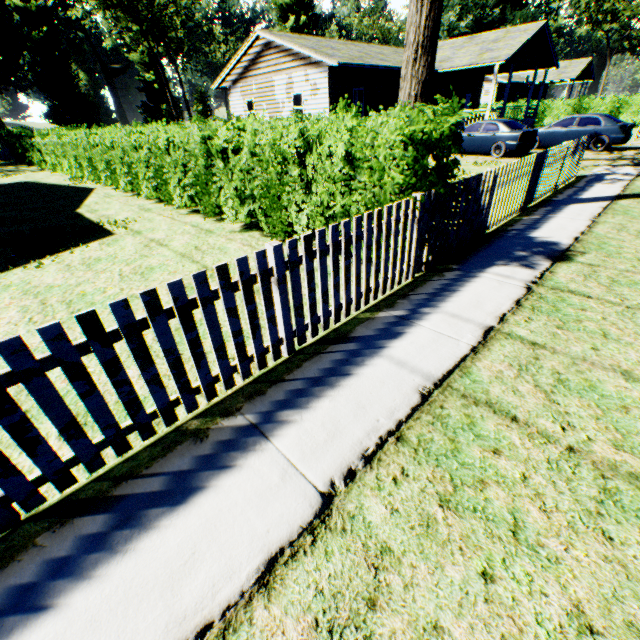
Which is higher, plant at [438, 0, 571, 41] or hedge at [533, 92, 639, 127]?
plant at [438, 0, 571, 41]

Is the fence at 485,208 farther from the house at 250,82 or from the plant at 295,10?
the plant at 295,10

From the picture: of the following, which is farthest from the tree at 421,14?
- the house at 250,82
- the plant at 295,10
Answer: the plant at 295,10

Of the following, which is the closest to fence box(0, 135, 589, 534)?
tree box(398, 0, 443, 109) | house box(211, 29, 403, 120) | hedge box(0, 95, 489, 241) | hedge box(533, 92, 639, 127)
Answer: hedge box(0, 95, 489, 241)

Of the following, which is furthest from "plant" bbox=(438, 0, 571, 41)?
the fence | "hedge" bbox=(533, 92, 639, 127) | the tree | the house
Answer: the house

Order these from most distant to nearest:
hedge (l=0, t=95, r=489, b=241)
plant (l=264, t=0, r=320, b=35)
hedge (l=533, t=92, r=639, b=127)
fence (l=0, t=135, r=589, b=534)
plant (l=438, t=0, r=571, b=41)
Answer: plant (l=264, t=0, r=320, b=35) < plant (l=438, t=0, r=571, b=41) < hedge (l=533, t=92, r=639, b=127) < hedge (l=0, t=95, r=489, b=241) < fence (l=0, t=135, r=589, b=534)

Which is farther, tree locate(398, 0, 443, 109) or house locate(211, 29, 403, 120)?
house locate(211, 29, 403, 120)

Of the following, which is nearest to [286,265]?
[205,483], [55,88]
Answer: [205,483]
